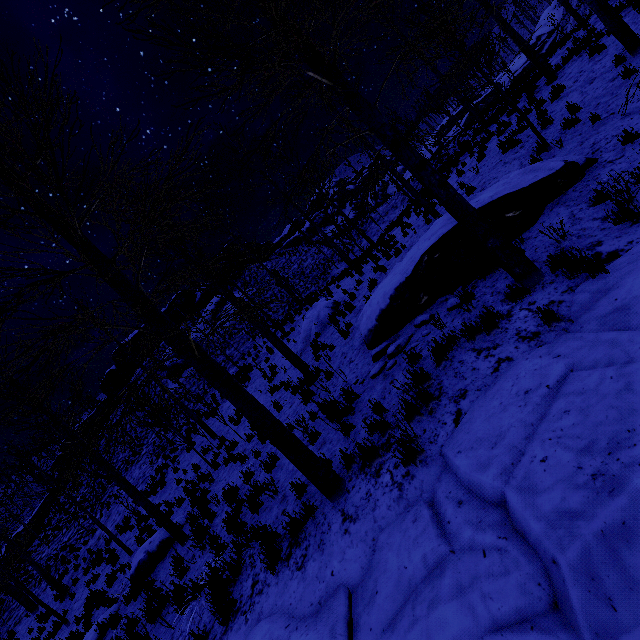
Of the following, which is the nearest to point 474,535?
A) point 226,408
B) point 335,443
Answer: point 335,443

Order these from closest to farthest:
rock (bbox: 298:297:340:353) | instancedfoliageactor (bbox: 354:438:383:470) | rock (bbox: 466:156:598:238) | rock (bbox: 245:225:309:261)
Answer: instancedfoliageactor (bbox: 354:438:383:470) < rock (bbox: 466:156:598:238) < rock (bbox: 298:297:340:353) < rock (bbox: 245:225:309:261)

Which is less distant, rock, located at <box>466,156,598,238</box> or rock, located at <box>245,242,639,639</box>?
rock, located at <box>245,242,639,639</box>

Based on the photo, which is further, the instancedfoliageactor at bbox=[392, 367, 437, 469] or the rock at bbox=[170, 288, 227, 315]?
the rock at bbox=[170, 288, 227, 315]

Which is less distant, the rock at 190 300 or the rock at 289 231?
the rock at 190 300

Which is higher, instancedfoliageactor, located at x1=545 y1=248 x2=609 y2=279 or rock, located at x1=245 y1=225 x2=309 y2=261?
rock, located at x1=245 y1=225 x2=309 y2=261

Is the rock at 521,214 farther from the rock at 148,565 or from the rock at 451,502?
the rock at 148,565

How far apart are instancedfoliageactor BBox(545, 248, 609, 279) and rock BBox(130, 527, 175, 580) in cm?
1156
